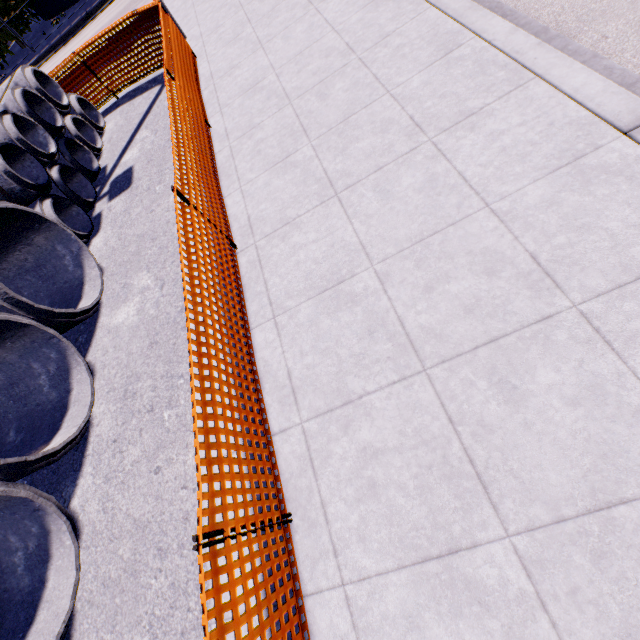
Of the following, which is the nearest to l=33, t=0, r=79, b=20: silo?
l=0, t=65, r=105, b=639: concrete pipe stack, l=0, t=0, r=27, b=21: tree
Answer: l=0, t=0, r=27, b=21: tree

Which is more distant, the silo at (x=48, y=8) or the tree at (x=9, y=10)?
the silo at (x=48, y=8)

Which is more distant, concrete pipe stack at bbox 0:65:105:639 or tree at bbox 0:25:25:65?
tree at bbox 0:25:25:65

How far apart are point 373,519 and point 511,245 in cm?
263

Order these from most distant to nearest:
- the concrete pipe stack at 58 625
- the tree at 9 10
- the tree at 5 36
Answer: the tree at 5 36 → the tree at 9 10 → the concrete pipe stack at 58 625

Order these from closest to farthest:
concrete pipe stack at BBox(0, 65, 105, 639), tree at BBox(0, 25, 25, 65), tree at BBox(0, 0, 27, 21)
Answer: concrete pipe stack at BBox(0, 65, 105, 639) → tree at BBox(0, 0, 27, 21) → tree at BBox(0, 25, 25, 65)

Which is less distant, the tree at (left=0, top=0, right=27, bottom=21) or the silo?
the tree at (left=0, top=0, right=27, bottom=21)
